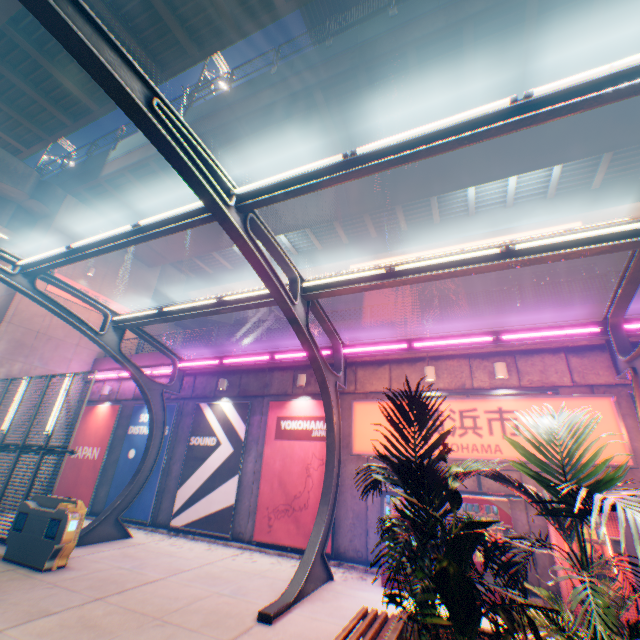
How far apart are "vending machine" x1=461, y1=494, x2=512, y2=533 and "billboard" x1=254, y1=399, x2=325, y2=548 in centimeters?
340cm

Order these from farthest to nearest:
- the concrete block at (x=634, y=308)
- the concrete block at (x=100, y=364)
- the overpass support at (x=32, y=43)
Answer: the concrete block at (x=100, y=364) < the overpass support at (x=32, y=43) < the concrete block at (x=634, y=308)

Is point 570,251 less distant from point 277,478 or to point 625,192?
point 277,478

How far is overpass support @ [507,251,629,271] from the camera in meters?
17.9

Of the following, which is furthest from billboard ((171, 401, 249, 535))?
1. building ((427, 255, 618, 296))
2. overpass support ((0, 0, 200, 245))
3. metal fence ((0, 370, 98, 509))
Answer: building ((427, 255, 618, 296))

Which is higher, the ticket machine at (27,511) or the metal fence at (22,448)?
the metal fence at (22,448)

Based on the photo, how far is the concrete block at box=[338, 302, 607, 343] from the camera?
9.1 meters

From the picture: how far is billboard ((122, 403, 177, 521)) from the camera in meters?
12.1
